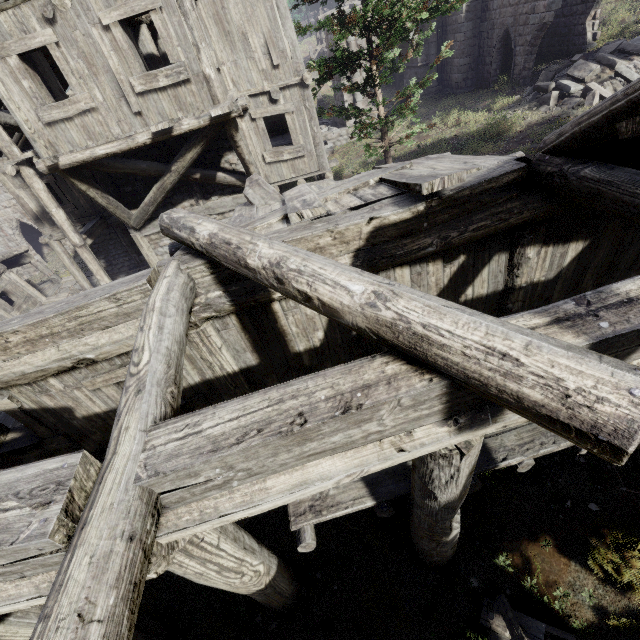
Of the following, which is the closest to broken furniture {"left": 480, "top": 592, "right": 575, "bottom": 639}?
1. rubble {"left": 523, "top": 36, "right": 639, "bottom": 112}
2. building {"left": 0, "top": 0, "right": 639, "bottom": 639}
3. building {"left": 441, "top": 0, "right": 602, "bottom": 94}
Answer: building {"left": 0, "top": 0, "right": 639, "bottom": 639}

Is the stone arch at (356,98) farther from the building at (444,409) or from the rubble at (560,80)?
the rubble at (560,80)

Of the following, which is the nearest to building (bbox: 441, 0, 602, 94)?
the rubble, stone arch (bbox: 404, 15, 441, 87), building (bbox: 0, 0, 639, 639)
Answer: stone arch (bbox: 404, 15, 441, 87)

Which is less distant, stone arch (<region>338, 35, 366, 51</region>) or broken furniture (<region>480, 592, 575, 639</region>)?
broken furniture (<region>480, 592, 575, 639</region>)

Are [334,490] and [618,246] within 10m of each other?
yes

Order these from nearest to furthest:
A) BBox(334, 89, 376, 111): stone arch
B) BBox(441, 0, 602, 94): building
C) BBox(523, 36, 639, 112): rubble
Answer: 1. BBox(523, 36, 639, 112): rubble
2. BBox(441, 0, 602, 94): building
3. BBox(334, 89, 376, 111): stone arch

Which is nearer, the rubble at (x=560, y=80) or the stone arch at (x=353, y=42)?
the rubble at (x=560, y=80)
